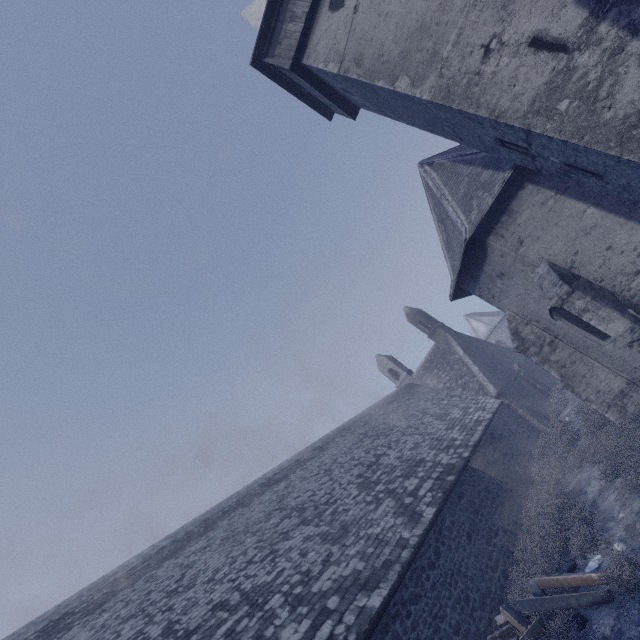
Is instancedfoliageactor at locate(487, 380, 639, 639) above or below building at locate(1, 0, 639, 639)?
below

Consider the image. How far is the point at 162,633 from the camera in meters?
7.9 m

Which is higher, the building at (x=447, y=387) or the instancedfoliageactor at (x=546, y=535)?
the building at (x=447, y=387)
